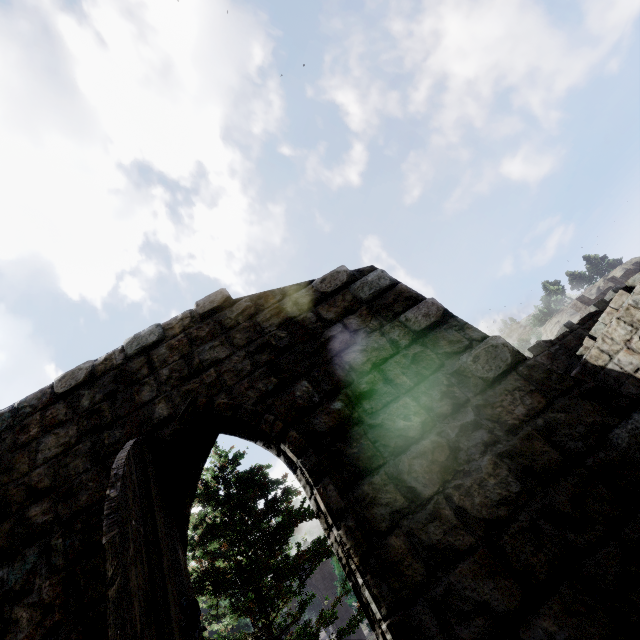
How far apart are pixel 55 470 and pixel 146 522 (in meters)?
2.15

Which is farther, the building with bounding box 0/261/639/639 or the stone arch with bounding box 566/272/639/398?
the stone arch with bounding box 566/272/639/398

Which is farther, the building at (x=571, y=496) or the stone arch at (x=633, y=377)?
the stone arch at (x=633, y=377)
